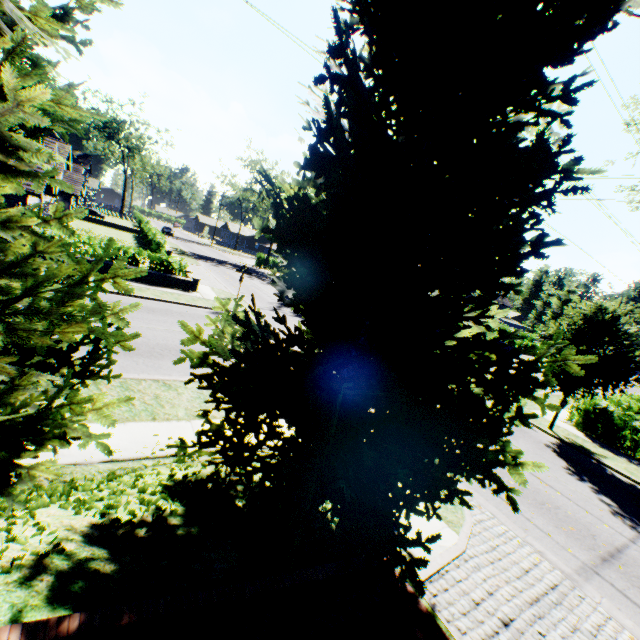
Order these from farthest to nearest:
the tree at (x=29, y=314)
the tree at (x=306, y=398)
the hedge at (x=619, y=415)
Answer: the hedge at (x=619, y=415)
the tree at (x=306, y=398)
the tree at (x=29, y=314)

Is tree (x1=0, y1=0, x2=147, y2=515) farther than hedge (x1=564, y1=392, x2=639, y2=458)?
A: No

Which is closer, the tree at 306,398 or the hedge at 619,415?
the tree at 306,398

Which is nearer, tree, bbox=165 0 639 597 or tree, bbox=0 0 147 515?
tree, bbox=0 0 147 515

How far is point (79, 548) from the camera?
3.53m

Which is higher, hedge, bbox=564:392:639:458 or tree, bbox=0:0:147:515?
tree, bbox=0:0:147:515

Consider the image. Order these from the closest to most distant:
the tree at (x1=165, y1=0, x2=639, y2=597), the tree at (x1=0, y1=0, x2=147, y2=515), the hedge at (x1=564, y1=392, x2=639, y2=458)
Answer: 1. the tree at (x1=0, y1=0, x2=147, y2=515)
2. the tree at (x1=165, y1=0, x2=639, y2=597)
3. the hedge at (x1=564, y1=392, x2=639, y2=458)
